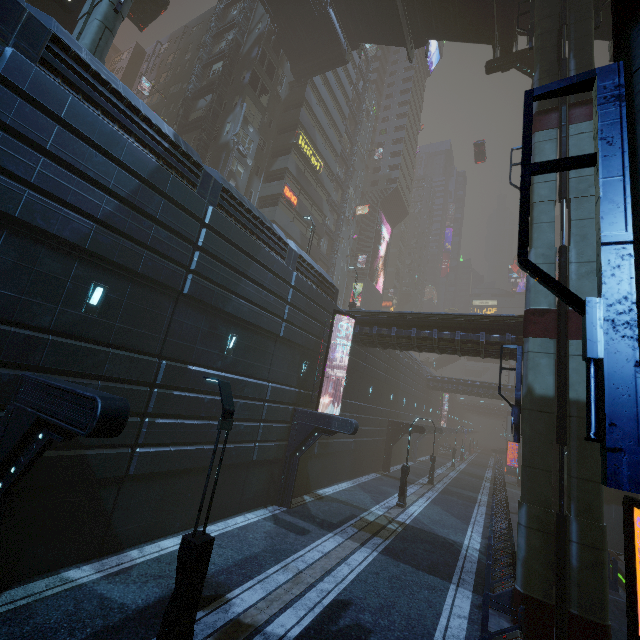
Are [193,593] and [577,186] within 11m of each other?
no

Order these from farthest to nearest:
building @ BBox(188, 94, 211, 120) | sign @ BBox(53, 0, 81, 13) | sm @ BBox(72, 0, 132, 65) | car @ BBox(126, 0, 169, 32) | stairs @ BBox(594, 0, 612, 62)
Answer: building @ BBox(188, 94, 211, 120)
car @ BBox(126, 0, 169, 32)
stairs @ BBox(594, 0, 612, 62)
sign @ BBox(53, 0, 81, 13)
sm @ BBox(72, 0, 132, 65)

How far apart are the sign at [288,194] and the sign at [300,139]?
4.3 meters

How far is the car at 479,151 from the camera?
50.5 meters

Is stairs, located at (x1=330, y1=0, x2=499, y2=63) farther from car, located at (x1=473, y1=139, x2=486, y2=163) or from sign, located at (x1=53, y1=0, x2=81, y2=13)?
sign, located at (x1=53, y1=0, x2=81, y2=13)

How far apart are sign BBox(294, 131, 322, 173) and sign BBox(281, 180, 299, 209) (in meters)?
4.34

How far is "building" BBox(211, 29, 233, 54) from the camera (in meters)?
32.78

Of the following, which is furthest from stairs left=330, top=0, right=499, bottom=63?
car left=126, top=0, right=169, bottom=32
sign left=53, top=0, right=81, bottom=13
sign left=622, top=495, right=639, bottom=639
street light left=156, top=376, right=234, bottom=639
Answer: street light left=156, top=376, right=234, bottom=639
